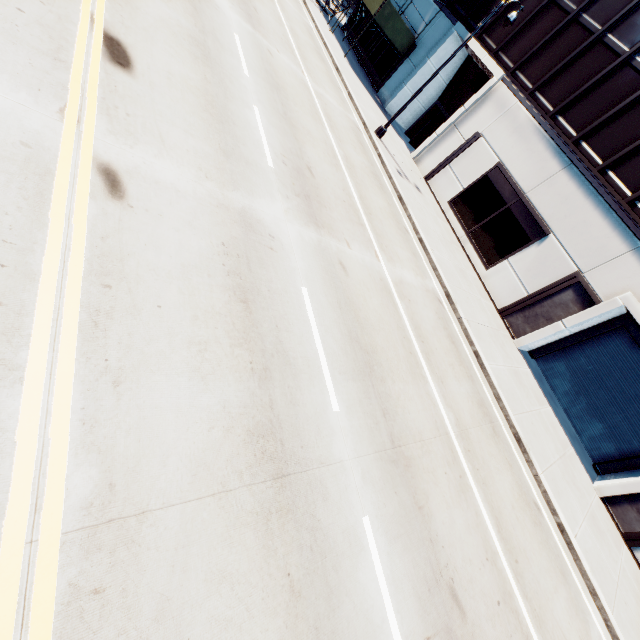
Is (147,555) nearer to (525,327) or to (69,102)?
(69,102)

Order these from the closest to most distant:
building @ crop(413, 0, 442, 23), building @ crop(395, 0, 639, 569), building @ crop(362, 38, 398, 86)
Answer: building @ crop(395, 0, 639, 569), building @ crop(413, 0, 442, 23), building @ crop(362, 38, 398, 86)

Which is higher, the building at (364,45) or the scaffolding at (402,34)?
the scaffolding at (402,34)

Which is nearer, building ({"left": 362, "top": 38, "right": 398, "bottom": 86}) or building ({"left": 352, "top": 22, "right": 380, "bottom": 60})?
building ({"left": 362, "top": 38, "right": 398, "bottom": 86})

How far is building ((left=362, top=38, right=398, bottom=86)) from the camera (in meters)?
24.50

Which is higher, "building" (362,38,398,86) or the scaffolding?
the scaffolding

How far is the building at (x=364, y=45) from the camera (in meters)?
26.03
